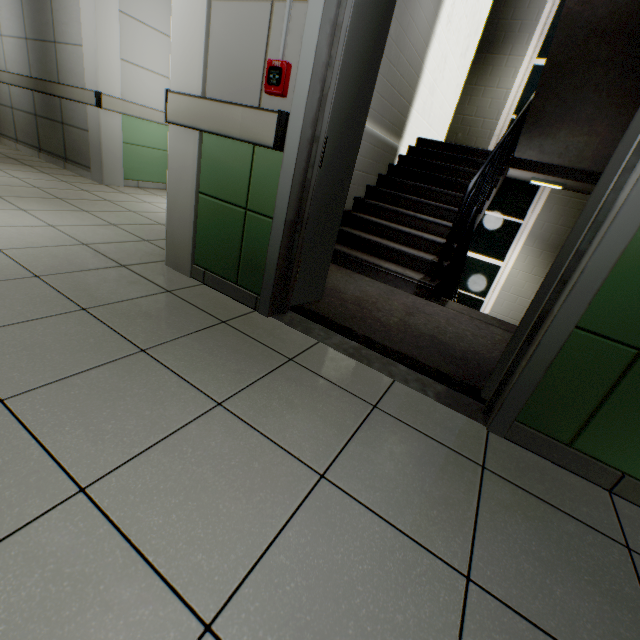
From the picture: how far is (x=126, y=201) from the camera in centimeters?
407cm

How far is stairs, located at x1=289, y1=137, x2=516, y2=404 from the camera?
2.1m

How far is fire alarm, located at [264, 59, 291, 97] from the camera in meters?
1.6

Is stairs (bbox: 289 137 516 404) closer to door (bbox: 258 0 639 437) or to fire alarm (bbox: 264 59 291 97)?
door (bbox: 258 0 639 437)

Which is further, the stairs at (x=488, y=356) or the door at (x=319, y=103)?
the stairs at (x=488, y=356)

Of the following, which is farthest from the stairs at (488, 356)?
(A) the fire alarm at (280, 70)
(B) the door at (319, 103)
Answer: (A) the fire alarm at (280, 70)
